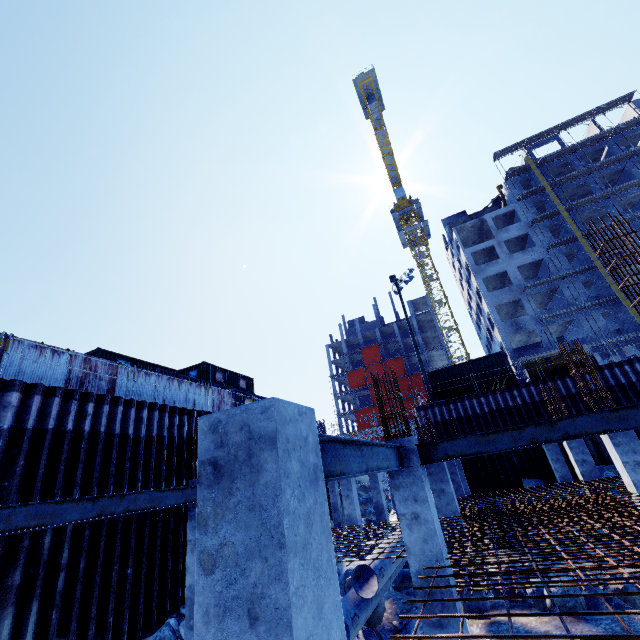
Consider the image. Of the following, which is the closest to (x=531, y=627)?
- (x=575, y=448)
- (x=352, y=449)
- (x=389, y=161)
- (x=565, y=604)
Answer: (x=565, y=604)

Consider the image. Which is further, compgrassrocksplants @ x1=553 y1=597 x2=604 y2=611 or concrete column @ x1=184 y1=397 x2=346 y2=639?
compgrassrocksplants @ x1=553 y1=597 x2=604 y2=611

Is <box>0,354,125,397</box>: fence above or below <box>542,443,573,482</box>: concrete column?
above

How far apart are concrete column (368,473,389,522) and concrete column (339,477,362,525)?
4.33m

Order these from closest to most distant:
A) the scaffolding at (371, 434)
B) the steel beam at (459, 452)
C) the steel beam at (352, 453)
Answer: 1. the steel beam at (352, 453)
2. the steel beam at (459, 452)
3. the scaffolding at (371, 434)

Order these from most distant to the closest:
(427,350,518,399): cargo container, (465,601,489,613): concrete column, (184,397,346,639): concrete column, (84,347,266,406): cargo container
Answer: (427,350,518,399): cargo container
(84,347,266,406): cargo container
(465,601,489,613): concrete column
(184,397,346,639): concrete column

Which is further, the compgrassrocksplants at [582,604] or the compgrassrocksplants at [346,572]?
the compgrassrocksplants at [346,572]

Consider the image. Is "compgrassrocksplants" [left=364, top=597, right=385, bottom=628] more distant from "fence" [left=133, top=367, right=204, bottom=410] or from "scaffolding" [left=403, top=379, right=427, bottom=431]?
"scaffolding" [left=403, top=379, right=427, bottom=431]
